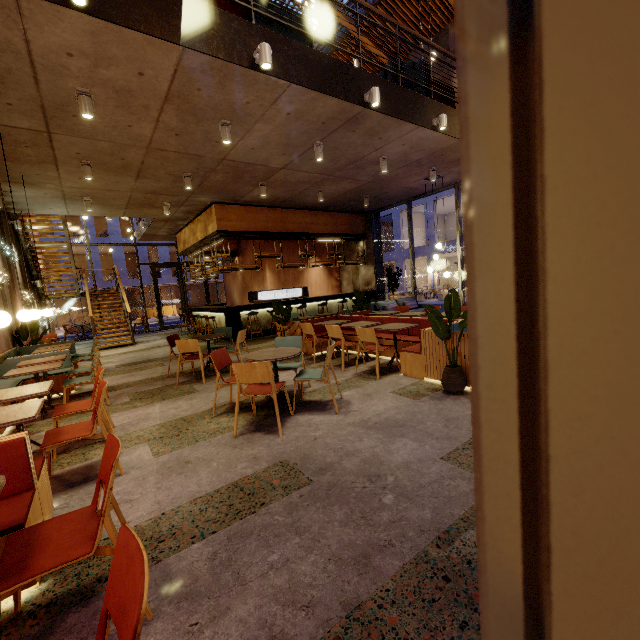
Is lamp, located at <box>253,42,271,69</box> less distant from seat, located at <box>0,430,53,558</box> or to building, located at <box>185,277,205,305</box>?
seat, located at <box>0,430,53,558</box>

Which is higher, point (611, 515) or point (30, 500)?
point (611, 515)

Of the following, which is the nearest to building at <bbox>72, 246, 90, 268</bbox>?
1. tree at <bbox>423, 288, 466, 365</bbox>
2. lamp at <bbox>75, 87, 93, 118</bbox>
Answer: lamp at <bbox>75, 87, 93, 118</bbox>

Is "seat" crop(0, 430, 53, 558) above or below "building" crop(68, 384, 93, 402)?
above

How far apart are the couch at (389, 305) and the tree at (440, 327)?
5.8 meters

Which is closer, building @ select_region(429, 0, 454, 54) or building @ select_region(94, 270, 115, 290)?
building @ select_region(429, 0, 454, 54)

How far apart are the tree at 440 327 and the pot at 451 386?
0.0m

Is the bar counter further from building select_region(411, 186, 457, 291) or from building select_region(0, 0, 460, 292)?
building select_region(411, 186, 457, 291)
